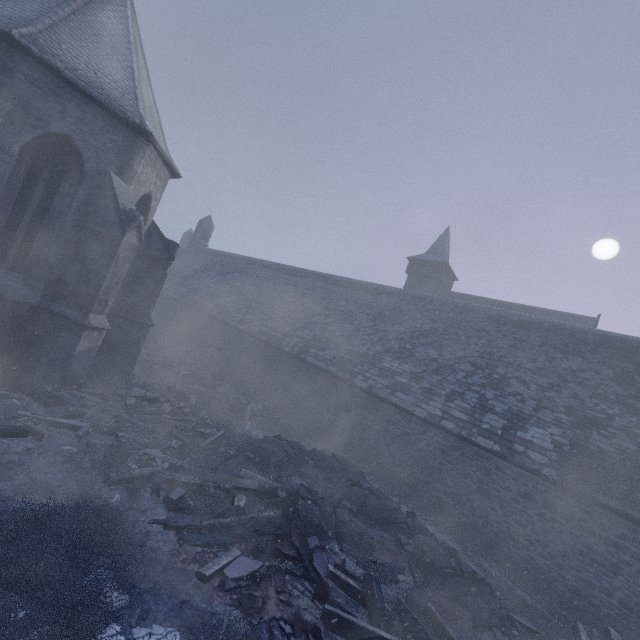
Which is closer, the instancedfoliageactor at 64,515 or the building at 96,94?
the instancedfoliageactor at 64,515

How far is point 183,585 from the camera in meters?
4.7 m

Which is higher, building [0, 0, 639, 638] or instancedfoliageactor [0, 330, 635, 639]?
building [0, 0, 639, 638]

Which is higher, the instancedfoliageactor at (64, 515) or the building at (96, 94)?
the building at (96, 94)

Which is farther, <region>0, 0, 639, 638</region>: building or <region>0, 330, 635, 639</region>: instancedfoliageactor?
<region>0, 0, 639, 638</region>: building
